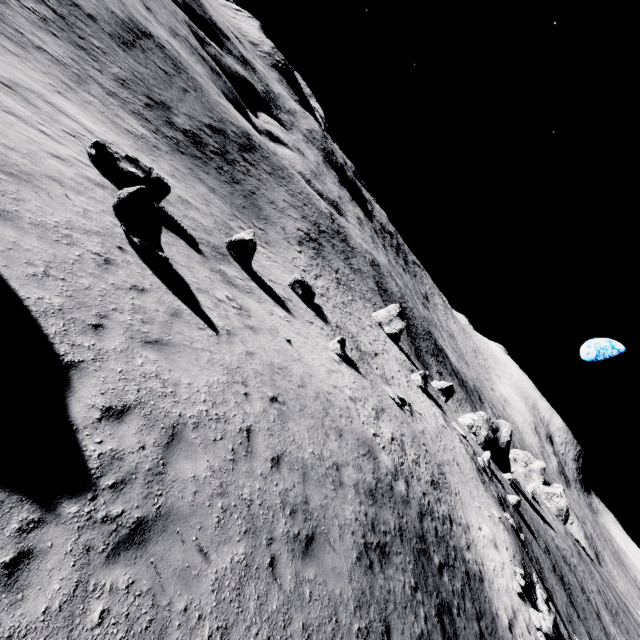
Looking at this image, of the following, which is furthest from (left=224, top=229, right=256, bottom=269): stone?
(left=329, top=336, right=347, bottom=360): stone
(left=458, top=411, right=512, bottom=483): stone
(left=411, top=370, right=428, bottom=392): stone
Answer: (left=458, top=411, right=512, bottom=483): stone

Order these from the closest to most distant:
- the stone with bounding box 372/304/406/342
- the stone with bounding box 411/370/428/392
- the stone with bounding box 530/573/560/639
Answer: the stone with bounding box 530/573/560/639
the stone with bounding box 411/370/428/392
the stone with bounding box 372/304/406/342

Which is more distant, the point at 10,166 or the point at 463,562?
the point at 463,562

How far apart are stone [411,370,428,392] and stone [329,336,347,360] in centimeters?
2153cm

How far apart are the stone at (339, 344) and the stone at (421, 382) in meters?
21.5 m

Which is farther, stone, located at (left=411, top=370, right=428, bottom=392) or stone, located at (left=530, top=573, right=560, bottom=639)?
stone, located at (left=411, top=370, right=428, bottom=392)

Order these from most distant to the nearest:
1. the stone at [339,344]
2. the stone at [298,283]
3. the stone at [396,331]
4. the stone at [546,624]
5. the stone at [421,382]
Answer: the stone at [396,331], the stone at [421,382], the stone at [298,283], the stone at [339,344], the stone at [546,624]

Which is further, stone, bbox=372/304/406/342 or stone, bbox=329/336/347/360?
stone, bbox=372/304/406/342
